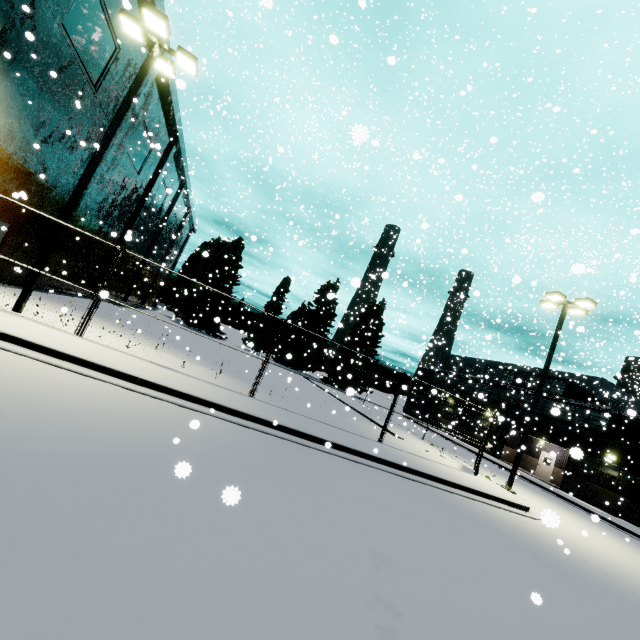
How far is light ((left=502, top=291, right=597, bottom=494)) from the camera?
15.51m

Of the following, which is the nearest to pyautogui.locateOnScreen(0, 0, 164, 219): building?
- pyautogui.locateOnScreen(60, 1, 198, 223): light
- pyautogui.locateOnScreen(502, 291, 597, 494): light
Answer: pyautogui.locateOnScreen(60, 1, 198, 223): light

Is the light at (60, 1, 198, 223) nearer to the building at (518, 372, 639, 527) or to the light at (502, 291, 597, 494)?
the building at (518, 372, 639, 527)

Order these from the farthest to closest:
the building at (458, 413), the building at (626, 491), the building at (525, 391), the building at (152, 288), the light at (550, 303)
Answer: the building at (458, 413) → the building at (525, 391) → the building at (152, 288) → the building at (626, 491) → the light at (550, 303)

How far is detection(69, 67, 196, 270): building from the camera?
19.33m

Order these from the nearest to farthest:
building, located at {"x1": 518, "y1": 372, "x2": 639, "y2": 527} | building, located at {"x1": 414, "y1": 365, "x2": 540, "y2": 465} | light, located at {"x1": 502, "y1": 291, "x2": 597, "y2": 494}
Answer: light, located at {"x1": 502, "y1": 291, "x2": 597, "y2": 494}
building, located at {"x1": 518, "y1": 372, "x2": 639, "y2": 527}
building, located at {"x1": 414, "y1": 365, "x2": 540, "y2": 465}

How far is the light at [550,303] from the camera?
15.5m

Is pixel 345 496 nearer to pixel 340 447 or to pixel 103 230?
pixel 340 447
